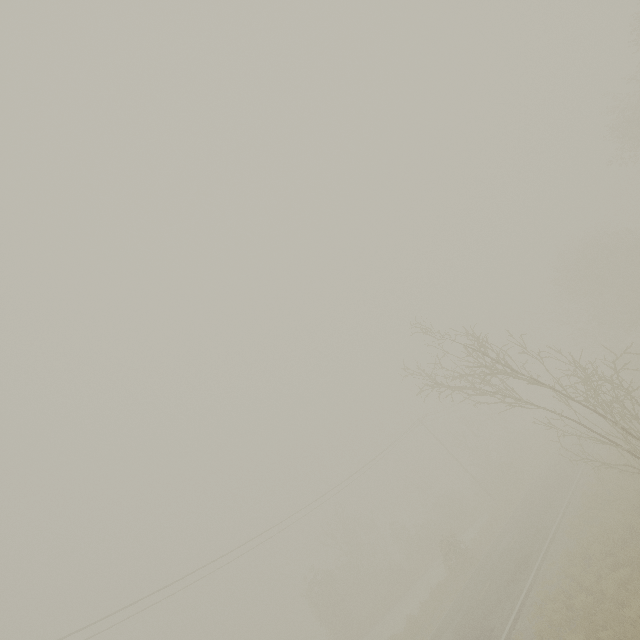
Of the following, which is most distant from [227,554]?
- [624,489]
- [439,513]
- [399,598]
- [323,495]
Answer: [439,513]
